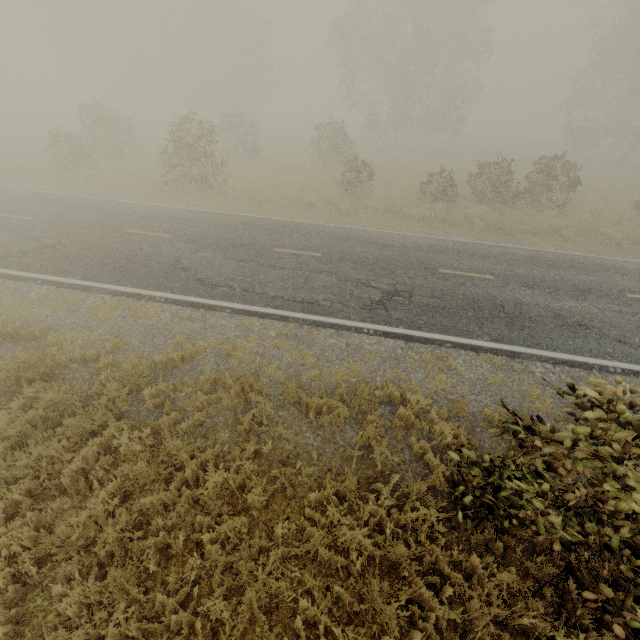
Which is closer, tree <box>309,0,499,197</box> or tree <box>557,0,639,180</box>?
tree <box>309,0,499,197</box>

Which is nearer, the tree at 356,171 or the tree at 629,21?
the tree at 356,171

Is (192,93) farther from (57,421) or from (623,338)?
(623,338)
